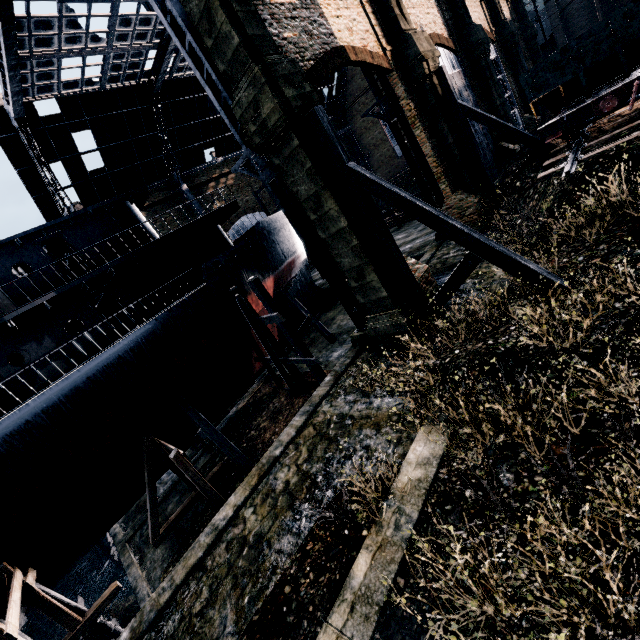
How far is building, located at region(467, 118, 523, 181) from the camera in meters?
24.9 m

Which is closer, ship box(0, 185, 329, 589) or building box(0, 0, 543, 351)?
building box(0, 0, 543, 351)

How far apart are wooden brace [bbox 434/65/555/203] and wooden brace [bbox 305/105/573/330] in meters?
11.7 m

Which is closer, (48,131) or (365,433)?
(365,433)

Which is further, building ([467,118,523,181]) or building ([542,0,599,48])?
building ([542,0,599,48])

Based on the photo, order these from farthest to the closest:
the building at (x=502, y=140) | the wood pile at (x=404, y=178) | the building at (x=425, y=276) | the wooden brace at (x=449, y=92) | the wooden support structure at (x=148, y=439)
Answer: the wood pile at (x=404, y=178), the building at (x=502, y=140), the wooden brace at (x=449, y=92), the building at (x=425, y=276), the wooden support structure at (x=148, y=439)

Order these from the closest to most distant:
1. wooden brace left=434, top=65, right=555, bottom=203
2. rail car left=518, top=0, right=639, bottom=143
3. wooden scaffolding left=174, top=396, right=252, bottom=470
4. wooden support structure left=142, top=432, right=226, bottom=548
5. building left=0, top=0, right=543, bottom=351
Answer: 1. building left=0, top=0, right=543, bottom=351
2. rail car left=518, top=0, right=639, bottom=143
3. wooden support structure left=142, top=432, right=226, bottom=548
4. wooden scaffolding left=174, top=396, right=252, bottom=470
5. wooden brace left=434, top=65, right=555, bottom=203

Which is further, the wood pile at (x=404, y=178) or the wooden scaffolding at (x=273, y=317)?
the wood pile at (x=404, y=178)
